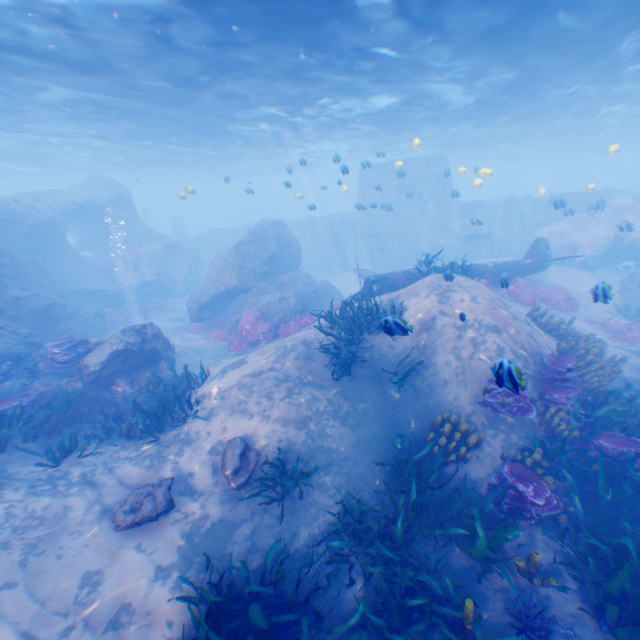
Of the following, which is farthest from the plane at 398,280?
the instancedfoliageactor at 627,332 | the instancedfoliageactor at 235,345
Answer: the instancedfoliageactor at 235,345

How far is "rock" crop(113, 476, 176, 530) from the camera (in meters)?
6.45

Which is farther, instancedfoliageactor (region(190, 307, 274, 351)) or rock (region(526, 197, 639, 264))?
rock (region(526, 197, 639, 264))

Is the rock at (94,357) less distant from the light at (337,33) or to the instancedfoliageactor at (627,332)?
the light at (337,33)

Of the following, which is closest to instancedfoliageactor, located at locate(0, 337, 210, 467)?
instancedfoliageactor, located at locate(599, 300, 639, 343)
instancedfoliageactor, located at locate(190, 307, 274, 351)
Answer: instancedfoliageactor, located at locate(599, 300, 639, 343)

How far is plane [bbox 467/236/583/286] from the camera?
15.1m

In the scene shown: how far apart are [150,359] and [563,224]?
30.51m

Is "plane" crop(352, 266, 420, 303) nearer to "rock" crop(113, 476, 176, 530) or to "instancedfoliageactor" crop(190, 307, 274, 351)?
"rock" crop(113, 476, 176, 530)
